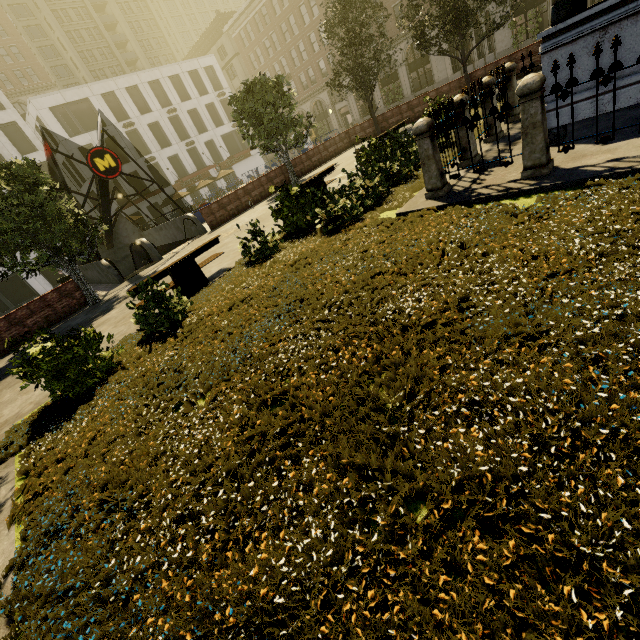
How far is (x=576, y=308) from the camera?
2.5 meters

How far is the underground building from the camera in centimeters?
1471cm

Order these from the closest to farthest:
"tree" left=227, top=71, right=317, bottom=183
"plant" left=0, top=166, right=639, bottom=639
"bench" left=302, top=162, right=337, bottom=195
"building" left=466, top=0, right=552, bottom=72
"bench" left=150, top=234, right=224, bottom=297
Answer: "plant" left=0, top=166, right=639, bottom=639
"bench" left=150, top=234, right=224, bottom=297
"bench" left=302, top=162, right=337, bottom=195
"tree" left=227, top=71, right=317, bottom=183
"building" left=466, top=0, right=552, bottom=72

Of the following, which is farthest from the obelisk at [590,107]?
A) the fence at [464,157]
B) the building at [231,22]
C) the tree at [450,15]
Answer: the building at [231,22]

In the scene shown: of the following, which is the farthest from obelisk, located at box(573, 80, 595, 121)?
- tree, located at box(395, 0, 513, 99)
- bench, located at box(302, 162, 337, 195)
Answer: bench, located at box(302, 162, 337, 195)

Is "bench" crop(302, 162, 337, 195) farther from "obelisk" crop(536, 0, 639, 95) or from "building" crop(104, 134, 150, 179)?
"building" crop(104, 134, 150, 179)

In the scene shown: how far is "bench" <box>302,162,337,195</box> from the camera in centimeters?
1072cm

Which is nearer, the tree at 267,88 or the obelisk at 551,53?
the obelisk at 551,53
